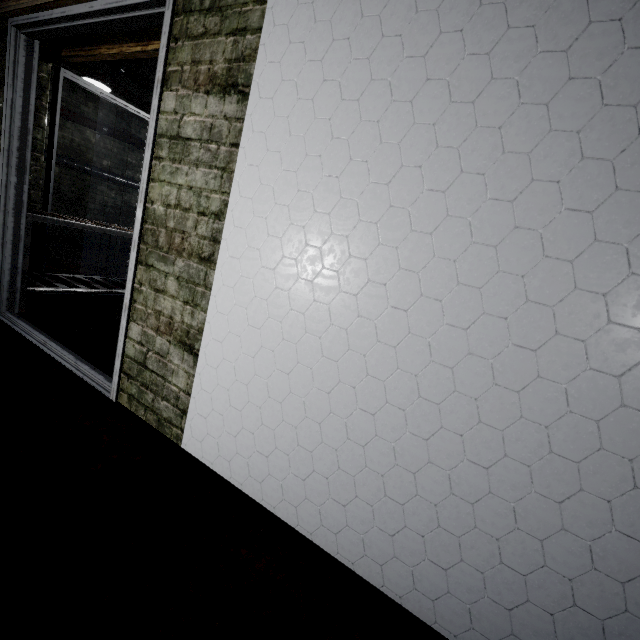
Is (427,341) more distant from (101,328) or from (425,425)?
(101,328)

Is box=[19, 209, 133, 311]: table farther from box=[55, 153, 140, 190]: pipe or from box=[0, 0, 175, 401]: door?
box=[55, 153, 140, 190]: pipe

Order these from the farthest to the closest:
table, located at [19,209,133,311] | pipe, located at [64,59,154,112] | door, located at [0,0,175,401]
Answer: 1. pipe, located at [64,59,154,112]
2. table, located at [19,209,133,311]
3. door, located at [0,0,175,401]

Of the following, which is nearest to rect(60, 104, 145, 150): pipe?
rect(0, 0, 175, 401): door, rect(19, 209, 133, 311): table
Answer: rect(0, 0, 175, 401): door

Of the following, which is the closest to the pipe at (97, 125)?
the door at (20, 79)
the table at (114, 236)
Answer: the door at (20, 79)

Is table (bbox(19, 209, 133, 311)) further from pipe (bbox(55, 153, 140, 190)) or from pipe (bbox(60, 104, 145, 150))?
pipe (bbox(55, 153, 140, 190))

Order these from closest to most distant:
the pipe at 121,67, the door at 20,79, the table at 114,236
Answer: the door at 20,79 → the table at 114,236 → the pipe at 121,67

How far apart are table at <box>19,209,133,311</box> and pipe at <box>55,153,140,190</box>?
3.20m
